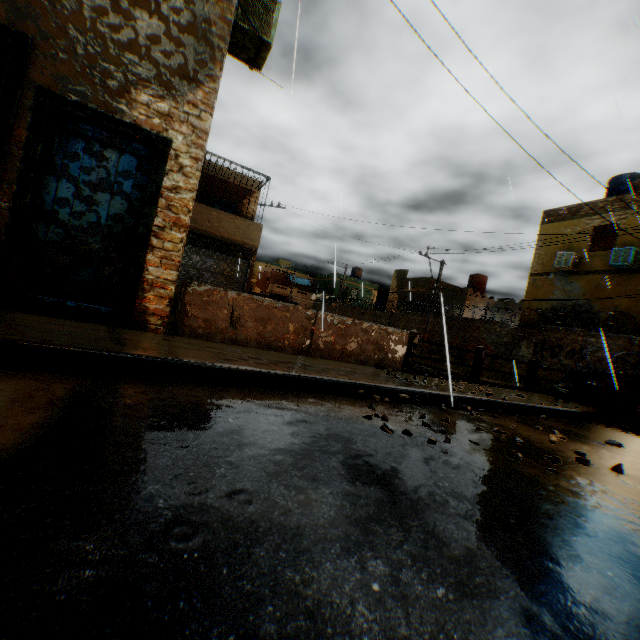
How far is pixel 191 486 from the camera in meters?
1.5

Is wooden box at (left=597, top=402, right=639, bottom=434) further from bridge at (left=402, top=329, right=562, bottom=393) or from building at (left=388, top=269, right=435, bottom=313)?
building at (left=388, top=269, right=435, bottom=313)

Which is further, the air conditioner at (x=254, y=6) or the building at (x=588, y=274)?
the building at (x=588, y=274)

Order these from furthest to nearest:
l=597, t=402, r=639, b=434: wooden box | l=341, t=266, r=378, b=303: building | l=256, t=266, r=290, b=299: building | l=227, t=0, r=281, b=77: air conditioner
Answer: l=256, t=266, r=290, b=299: building, l=341, t=266, r=378, b=303: building, l=597, t=402, r=639, b=434: wooden box, l=227, t=0, r=281, b=77: air conditioner

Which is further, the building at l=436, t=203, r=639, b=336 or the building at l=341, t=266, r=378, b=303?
the building at l=341, t=266, r=378, b=303

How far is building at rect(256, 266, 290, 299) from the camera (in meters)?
51.69

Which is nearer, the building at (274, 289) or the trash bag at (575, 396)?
the trash bag at (575, 396)

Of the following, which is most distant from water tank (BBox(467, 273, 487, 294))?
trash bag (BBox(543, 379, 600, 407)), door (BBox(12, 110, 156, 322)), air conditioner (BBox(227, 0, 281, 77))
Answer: door (BBox(12, 110, 156, 322))
